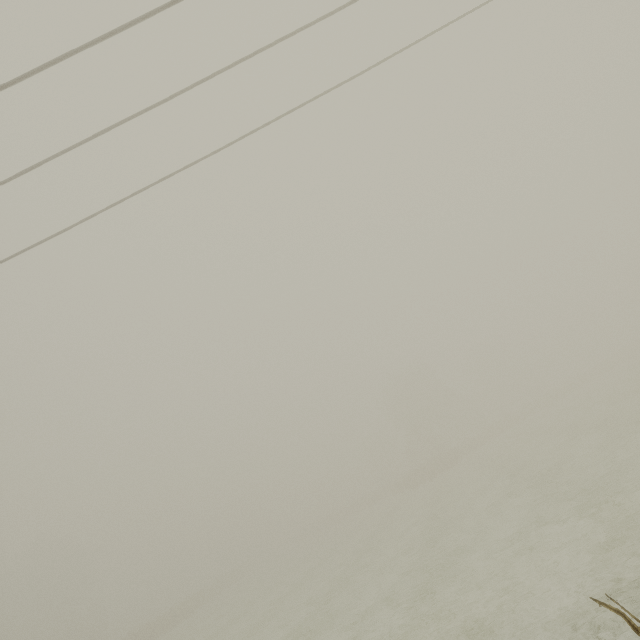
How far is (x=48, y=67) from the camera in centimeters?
557cm
